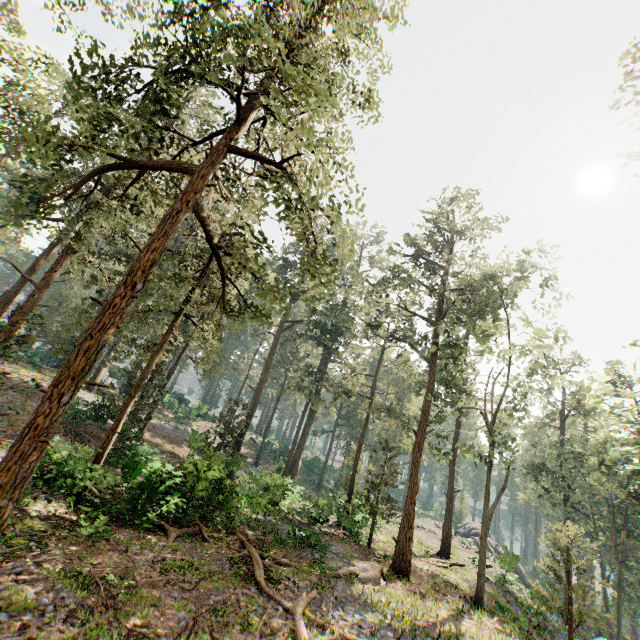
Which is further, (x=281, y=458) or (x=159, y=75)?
(x=281, y=458)

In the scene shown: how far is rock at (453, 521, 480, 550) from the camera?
Answer: 46.1m

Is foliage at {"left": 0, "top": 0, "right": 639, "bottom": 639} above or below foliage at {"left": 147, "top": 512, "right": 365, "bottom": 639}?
above

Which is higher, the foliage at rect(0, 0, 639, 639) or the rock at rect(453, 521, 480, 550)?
the foliage at rect(0, 0, 639, 639)

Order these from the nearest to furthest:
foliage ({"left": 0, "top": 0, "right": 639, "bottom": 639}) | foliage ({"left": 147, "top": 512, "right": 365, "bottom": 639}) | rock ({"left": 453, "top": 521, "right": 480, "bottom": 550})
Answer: foliage ({"left": 0, "top": 0, "right": 639, "bottom": 639}), foliage ({"left": 147, "top": 512, "right": 365, "bottom": 639}), rock ({"left": 453, "top": 521, "right": 480, "bottom": 550})

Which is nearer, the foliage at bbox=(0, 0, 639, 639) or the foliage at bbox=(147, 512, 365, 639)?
the foliage at bbox=(0, 0, 639, 639)

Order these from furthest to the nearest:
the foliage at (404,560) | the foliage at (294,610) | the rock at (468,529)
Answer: the rock at (468,529)
the foliage at (294,610)
the foliage at (404,560)

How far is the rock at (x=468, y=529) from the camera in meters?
46.1 m
